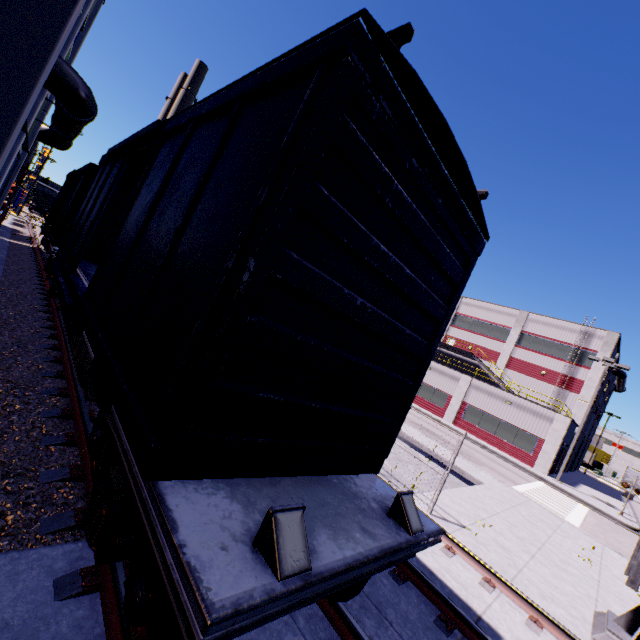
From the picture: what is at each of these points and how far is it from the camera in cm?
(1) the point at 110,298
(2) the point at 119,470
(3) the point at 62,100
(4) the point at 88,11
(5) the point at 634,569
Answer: (1) cargo car, 412
(2) bogie, 296
(3) pipe, 1012
(4) building, 1295
(5) railroad crossing overhang, 559

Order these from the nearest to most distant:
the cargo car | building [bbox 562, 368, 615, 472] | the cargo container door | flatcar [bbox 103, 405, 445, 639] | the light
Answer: the light
flatcar [bbox 103, 405, 445, 639]
the cargo car
building [bbox 562, 368, 615, 472]
the cargo container door

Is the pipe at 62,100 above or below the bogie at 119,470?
above

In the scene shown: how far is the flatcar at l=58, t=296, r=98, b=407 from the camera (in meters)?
4.08

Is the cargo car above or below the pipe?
below

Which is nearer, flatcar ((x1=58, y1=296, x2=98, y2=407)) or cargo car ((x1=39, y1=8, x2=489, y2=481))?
cargo car ((x1=39, y1=8, x2=489, y2=481))

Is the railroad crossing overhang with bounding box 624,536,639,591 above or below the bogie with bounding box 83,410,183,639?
above

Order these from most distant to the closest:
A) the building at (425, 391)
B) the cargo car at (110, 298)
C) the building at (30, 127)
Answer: the building at (425, 391)
the building at (30, 127)
the cargo car at (110, 298)
